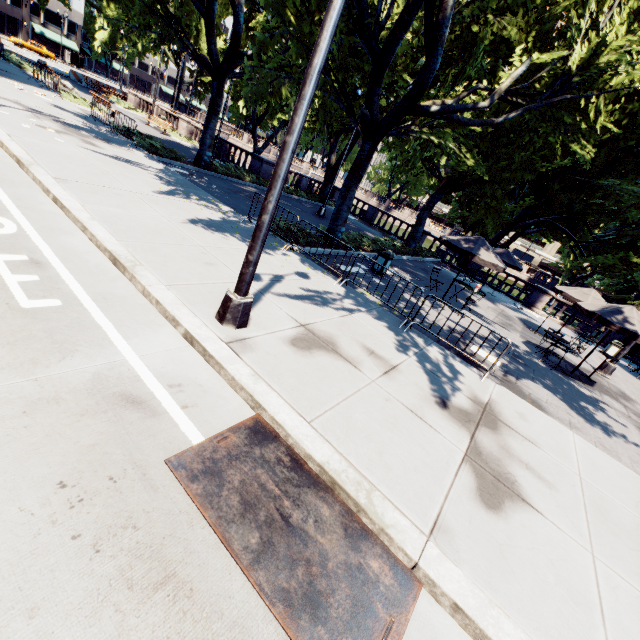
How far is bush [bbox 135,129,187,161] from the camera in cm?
1598

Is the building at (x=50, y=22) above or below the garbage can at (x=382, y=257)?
above

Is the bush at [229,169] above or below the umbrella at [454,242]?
below

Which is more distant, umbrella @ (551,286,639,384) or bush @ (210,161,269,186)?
bush @ (210,161,269,186)

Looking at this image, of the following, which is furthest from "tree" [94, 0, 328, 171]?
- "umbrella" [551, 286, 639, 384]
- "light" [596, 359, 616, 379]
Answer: "umbrella" [551, 286, 639, 384]

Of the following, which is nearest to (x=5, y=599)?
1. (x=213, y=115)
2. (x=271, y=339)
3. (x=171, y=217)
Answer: (x=271, y=339)

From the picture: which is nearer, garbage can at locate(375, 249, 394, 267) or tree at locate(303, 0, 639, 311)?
tree at locate(303, 0, 639, 311)

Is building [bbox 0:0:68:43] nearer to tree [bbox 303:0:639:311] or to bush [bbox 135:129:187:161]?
tree [bbox 303:0:639:311]
